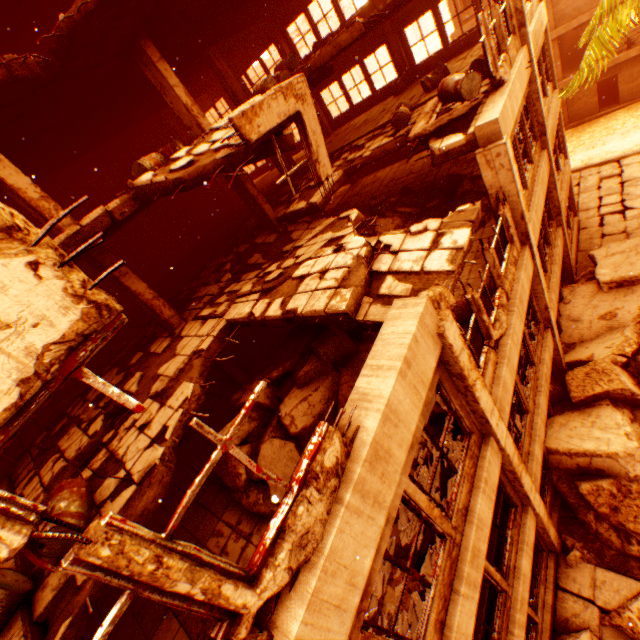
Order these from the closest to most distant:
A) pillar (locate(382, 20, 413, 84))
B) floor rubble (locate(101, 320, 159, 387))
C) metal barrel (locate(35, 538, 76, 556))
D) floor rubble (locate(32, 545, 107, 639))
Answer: floor rubble (locate(32, 545, 107, 639)), metal barrel (locate(35, 538, 76, 556)), floor rubble (locate(101, 320, 159, 387)), pillar (locate(382, 20, 413, 84))

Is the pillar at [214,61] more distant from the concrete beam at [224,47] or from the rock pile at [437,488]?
the rock pile at [437,488]

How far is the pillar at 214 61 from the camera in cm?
1300

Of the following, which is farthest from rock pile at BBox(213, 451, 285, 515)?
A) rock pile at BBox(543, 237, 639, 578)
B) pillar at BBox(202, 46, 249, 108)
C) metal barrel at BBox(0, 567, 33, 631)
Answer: pillar at BBox(202, 46, 249, 108)

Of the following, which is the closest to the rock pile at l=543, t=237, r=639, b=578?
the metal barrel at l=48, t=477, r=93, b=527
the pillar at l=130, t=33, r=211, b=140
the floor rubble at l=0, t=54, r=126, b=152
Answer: the metal barrel at l=48, t=477, r=93, b=527

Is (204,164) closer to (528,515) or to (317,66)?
(317,66)

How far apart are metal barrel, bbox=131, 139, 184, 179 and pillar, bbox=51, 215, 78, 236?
2.2m

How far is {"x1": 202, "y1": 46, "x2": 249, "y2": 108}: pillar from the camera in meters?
13.0
